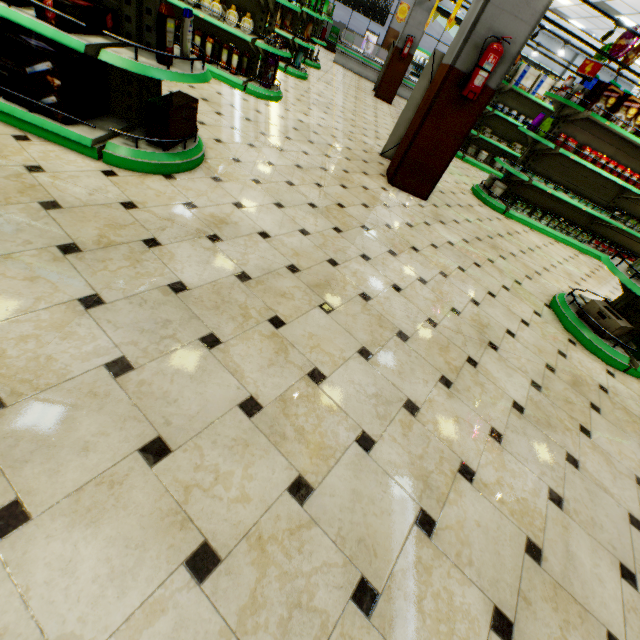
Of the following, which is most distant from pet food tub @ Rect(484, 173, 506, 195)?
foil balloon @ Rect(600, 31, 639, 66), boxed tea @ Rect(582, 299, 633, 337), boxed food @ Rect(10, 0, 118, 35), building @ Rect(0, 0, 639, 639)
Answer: boxed food @ Rect(10, 0, 118, 35)

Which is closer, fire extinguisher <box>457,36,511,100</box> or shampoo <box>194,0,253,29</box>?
fire extinguisher <box>457,36,511,100</box>

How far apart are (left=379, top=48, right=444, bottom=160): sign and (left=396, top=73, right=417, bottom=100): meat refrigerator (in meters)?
12.66

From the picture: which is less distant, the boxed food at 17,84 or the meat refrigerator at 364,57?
the boxed food at 17,84

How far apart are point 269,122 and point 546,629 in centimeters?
588cm

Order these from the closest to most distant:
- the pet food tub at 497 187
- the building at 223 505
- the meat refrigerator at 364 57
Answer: the building at 223 505 < the pet food tub at 497 187 < the meat refrigerator at 364 57

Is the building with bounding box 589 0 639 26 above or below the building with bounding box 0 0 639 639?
above

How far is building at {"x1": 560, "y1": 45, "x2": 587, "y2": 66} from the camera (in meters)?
17.42
